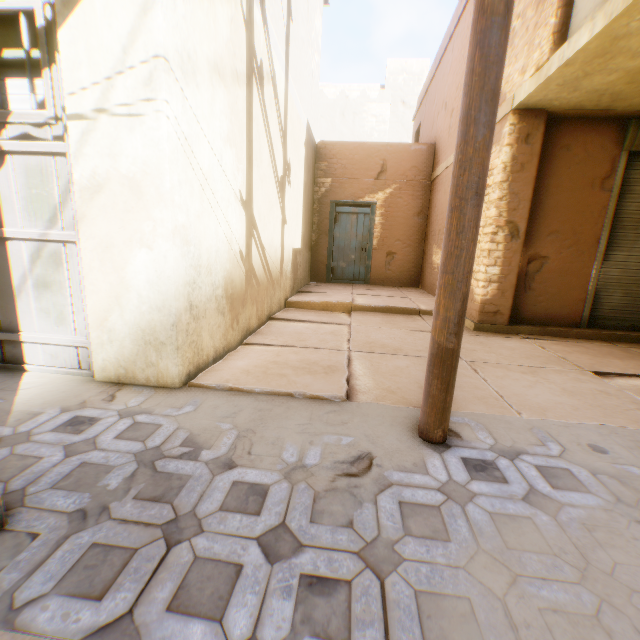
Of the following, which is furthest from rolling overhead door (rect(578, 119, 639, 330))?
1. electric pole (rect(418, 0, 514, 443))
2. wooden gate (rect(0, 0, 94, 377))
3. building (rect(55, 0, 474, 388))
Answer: wooden gate (rect(0, 0, 94, 377))

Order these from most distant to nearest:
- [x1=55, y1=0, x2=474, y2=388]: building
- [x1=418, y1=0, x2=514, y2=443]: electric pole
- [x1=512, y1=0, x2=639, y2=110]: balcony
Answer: [x1=512, y1=0, x2=639, y2=110]: balcony, [x1=55, y1=0, x2=474, y2=388]: building, [x1=418, y1=0, x2=514, y2=443]: electric pole

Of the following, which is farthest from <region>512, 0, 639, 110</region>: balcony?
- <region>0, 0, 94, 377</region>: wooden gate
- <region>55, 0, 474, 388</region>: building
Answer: <region>0, 0, 94, 377</region>: wooden gate

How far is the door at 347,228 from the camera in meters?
9.8

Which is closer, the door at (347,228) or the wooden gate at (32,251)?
the wooden gate at (32,251)

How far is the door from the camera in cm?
979

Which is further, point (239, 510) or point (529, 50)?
point (529, 50)

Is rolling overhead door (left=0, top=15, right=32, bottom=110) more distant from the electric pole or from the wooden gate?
the electric pole
